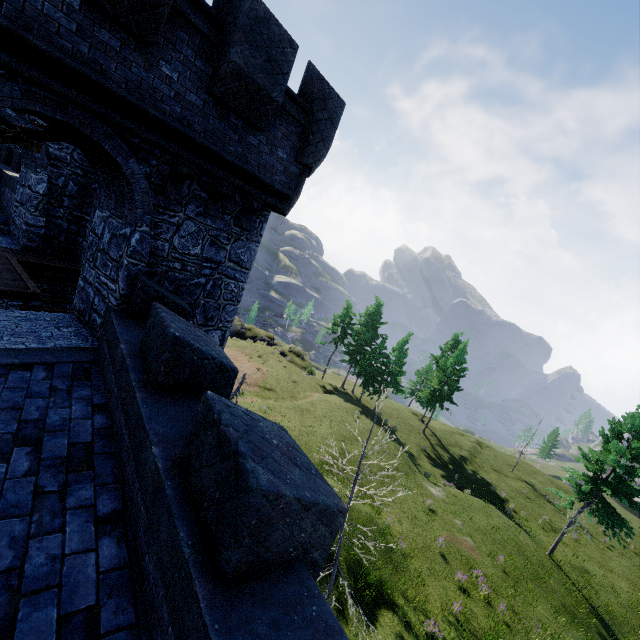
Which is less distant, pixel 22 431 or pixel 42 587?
pixel 42 587
